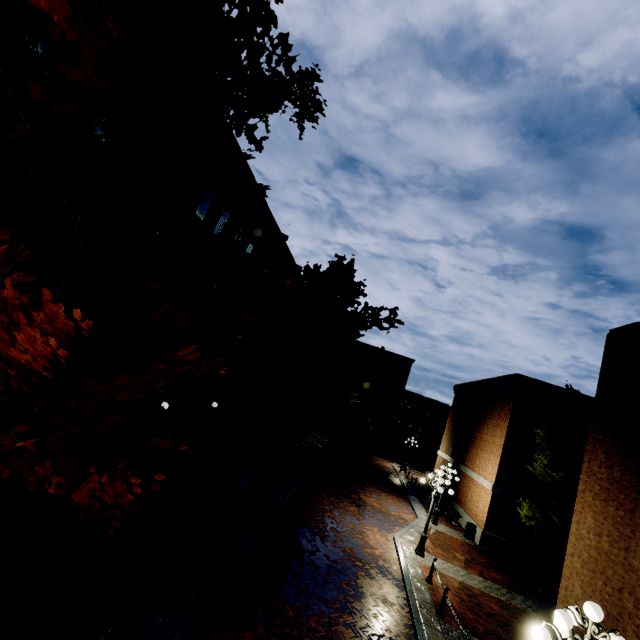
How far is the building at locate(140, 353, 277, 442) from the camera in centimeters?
1585cm

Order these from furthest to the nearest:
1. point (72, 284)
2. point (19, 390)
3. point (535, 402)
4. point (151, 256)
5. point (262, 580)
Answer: point (535, 402) → point (151, 256) → point (262, 580) → point (72, 284) → point (19, 390)

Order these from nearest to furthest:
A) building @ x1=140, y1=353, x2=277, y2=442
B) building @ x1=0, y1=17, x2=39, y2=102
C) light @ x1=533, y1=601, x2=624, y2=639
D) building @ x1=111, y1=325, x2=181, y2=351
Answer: light @ x1=533, y1=601, x2=624, y2=639
building @ x1=0, y1=17, x2=39, y2=102
building @ x1=111, y1=325, x2=181, y2=351
building @ x1=140, y1=353, x2=277, y2=442

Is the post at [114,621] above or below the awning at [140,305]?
below

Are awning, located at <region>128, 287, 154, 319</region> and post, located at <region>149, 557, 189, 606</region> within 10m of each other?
yes

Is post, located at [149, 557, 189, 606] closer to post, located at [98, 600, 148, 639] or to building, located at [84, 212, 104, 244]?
post, located at [98, 600, 148, 639]

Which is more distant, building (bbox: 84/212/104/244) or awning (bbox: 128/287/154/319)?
awning (bbox: 128/287/154/319)

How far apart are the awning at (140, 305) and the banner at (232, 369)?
8.51m
